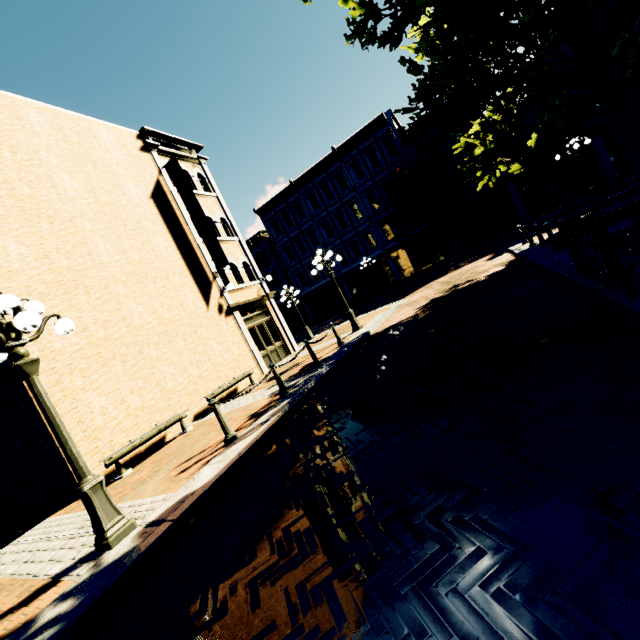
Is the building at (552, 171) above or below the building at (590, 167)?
above

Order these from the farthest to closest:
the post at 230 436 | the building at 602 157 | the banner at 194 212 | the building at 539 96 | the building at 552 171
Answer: the building at 552 171 < the building at 539 96 < the building at 602 157 < the banner at 194 212 < the post at 230 436

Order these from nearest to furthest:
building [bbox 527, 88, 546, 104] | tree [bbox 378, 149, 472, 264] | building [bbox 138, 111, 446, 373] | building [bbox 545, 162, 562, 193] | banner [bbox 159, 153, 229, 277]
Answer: banner [bbox 159, 153, 229, 277]
building [bbox 138, 111, 446, 373]
building [bbox 527, 88, 546, 104]
building [bbox 545, 162, 562, 193]
tree [bbox 378, 149, 472, 264]

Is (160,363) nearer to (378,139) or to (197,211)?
(197,211)

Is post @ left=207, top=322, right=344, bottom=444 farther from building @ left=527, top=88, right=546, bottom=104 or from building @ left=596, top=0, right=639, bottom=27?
building @ left=527, top=88, right=546, bottom=104

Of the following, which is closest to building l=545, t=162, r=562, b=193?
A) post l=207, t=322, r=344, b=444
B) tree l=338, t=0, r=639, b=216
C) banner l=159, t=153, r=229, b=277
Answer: tree l=338, t=0, r=639, b=216

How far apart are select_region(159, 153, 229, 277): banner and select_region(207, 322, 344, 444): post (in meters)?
7.16

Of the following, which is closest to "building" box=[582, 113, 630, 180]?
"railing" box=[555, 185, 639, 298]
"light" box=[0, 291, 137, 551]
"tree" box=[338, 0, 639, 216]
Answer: "tree" box=[338, 0, 639, 216]
